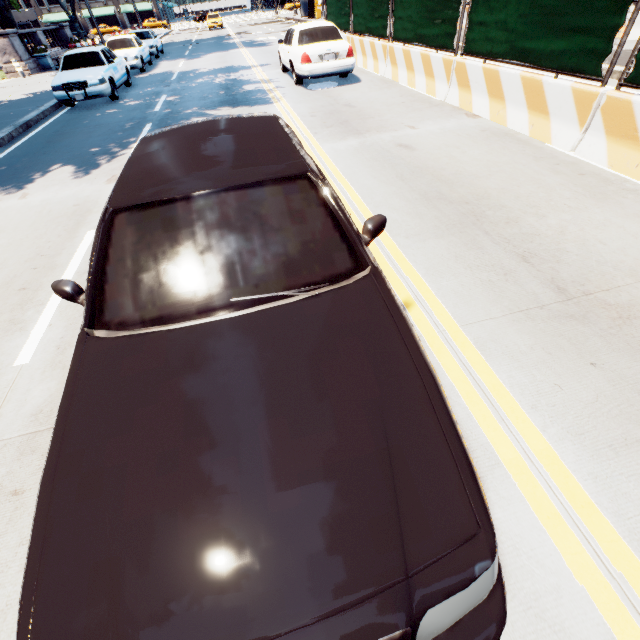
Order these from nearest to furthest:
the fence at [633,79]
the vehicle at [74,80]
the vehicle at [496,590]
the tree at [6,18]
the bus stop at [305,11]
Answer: the vehicle at [496,590]
the fence at [633,79]
the vehicle at [74,80]
the tree at [6,18]
the bus stop at [305,11]

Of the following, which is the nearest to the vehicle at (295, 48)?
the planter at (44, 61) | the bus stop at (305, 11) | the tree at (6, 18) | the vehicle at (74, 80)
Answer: the vehicle at (74, 80)

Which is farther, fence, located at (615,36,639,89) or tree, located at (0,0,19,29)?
tree, located at (0,0,19,29)

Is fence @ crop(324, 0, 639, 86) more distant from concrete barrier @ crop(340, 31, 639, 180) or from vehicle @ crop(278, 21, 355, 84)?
vehicle @ crop(278, 21, 355, 84)

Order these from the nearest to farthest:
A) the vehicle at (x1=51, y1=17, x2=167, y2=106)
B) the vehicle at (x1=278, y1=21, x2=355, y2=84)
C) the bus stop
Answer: the vehicle at (x1=278, y1=21, x2=355, y2=84) → the vehicle at (x1=51, y1=17, x2=167, y2=106) → the bus stop

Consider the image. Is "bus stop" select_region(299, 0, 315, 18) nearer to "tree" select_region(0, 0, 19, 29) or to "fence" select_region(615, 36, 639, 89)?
"tree" select_region(0, 0, 19, 29)

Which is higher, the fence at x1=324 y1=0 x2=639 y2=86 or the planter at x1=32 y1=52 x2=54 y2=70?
the fence at x1=324 y1=0 x2=639 y2=86

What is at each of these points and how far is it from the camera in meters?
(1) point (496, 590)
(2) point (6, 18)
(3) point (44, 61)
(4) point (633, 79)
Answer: (1) vehicle, 1.2
(2) tree, 20.8
(3) planter, 20.8
(4) fence, 4.3
